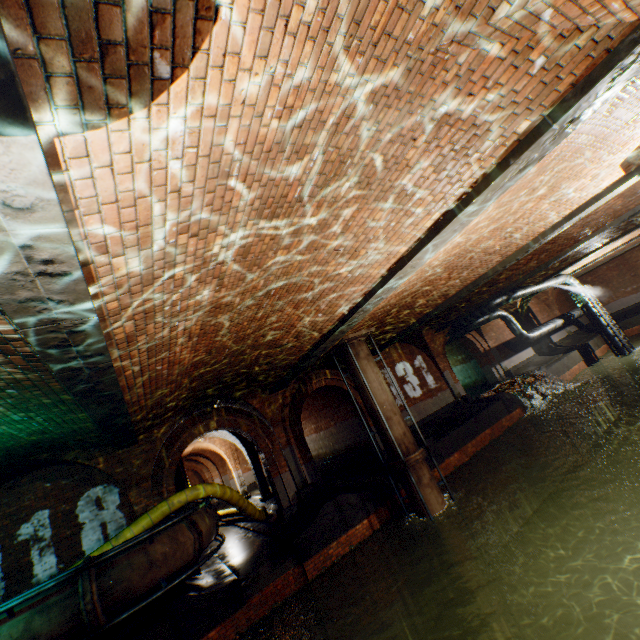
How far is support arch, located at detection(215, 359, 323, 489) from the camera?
11.7m

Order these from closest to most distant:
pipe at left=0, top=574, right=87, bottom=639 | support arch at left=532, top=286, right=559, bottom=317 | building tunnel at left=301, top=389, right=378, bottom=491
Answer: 1. pipe at left=0, top=574, right=87, bottom=639
2. building tunnel at left=301, top=389, right=378, bottom=491
3. support arch at left=532, top=286, right=559, bottom=317

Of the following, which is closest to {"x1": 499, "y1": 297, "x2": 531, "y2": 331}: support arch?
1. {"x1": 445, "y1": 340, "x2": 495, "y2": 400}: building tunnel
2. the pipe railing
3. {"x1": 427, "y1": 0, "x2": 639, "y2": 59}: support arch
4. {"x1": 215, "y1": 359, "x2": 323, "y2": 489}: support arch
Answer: {"x1": 445, "y1": 340, "x2": 495, "y2": 400}: building tunnel

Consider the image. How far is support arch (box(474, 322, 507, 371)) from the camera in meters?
20.2 m

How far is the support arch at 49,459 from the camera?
9.0 meters

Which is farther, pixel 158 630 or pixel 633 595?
pixel 633 595

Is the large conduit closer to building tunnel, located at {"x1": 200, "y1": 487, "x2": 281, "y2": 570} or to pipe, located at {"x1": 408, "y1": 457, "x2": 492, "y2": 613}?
building tunnel, located at {"x1": 200, "y1": 487, "x2": 281, "y2": 570}

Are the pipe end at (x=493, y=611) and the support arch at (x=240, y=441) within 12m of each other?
no
